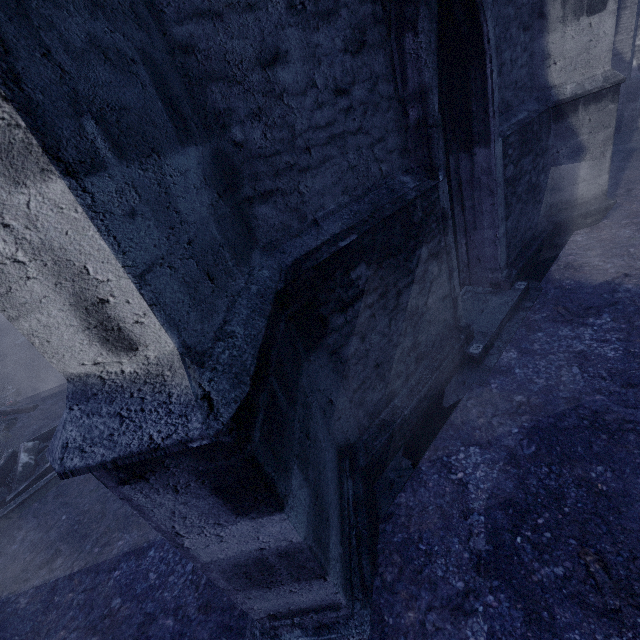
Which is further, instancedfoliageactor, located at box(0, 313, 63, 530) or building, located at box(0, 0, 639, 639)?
instancedfoliageactor, located at box(0, 313, 63, 530)

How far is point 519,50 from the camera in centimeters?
471cm

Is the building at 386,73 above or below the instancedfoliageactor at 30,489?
above

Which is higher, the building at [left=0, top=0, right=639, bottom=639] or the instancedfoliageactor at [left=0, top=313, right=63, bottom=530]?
the building at [left=0, top=0, right=639, bottom=639]

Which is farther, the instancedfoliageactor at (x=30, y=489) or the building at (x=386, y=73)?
the instancedfoliageactor at (x=30, y=489)
